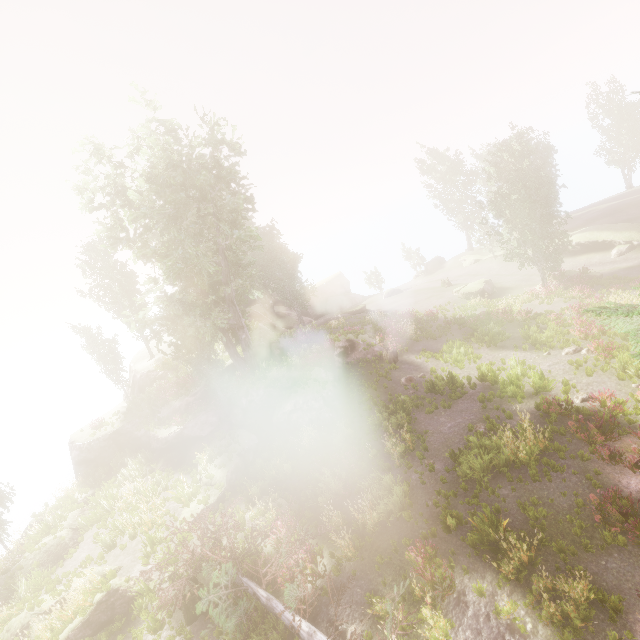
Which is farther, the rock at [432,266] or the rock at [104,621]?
the rock at [432,266]

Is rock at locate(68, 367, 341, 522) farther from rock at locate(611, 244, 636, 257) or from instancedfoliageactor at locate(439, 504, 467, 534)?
rock at locate(611, 244, 636, 257)

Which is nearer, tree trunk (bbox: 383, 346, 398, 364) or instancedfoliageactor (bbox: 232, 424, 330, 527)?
instancedfoliageactor (bbox: 232, 424, 330, 527)

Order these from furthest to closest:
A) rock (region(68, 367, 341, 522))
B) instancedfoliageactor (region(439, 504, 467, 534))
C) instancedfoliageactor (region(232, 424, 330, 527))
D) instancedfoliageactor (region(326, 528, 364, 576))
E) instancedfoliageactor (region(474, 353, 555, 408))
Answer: rock (region(68, 367, 341, 522)), instancedfoliageactor (region(232, 424, 330, 527)), instancedfoliageactor (region(474, 353, 555, 408)), instancedfoliageactor (region(326, 528, 364, 576)), instancedfoliageactor (region(439, 504, 467, 534))

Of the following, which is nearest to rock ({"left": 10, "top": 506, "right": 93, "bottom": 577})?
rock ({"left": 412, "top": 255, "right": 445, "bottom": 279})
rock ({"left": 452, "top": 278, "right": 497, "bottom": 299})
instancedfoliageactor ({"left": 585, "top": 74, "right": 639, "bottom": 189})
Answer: instancedfoliageactor ({"left": 585, "top": 74, "right": 639, "bottom": 189})

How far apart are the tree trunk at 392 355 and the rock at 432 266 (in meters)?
32.24

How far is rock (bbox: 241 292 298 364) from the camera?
29.8m

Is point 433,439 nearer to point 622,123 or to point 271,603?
point 271,603
